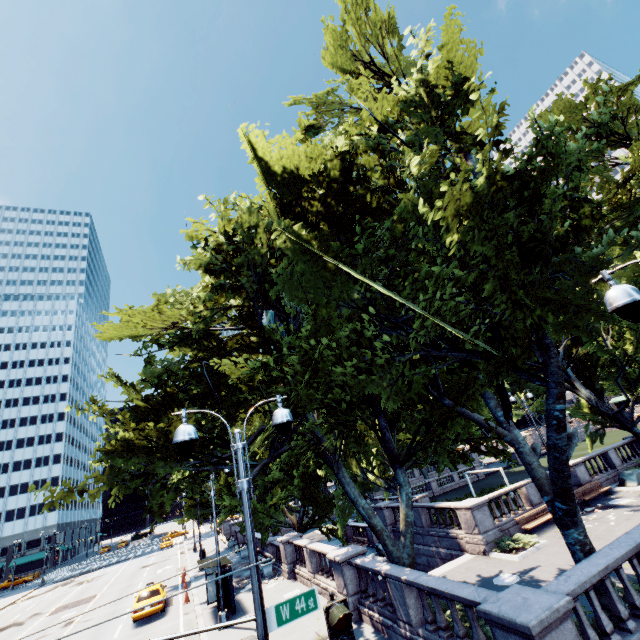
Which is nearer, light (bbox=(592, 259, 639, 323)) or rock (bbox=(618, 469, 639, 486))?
light (bbox=(592, 259, 639, 323))

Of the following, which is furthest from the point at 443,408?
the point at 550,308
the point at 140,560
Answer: the point at 140,560

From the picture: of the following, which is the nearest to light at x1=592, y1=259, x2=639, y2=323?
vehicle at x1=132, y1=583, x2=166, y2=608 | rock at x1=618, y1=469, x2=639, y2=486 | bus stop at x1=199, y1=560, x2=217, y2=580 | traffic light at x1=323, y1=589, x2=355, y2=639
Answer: traffic light at x1=323, y1=589, x2=355, y2=639

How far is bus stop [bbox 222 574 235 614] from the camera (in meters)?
17.22

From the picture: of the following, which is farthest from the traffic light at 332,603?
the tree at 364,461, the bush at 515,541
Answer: the bush at 515,541

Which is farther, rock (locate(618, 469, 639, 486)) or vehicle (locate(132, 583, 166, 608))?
rock (locate(618, 469, 639, 486))

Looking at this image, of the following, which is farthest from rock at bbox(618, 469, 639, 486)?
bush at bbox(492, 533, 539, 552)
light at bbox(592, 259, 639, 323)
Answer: light at bbox(592, 259, 639, 323)

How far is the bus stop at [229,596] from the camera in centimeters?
1722cm
